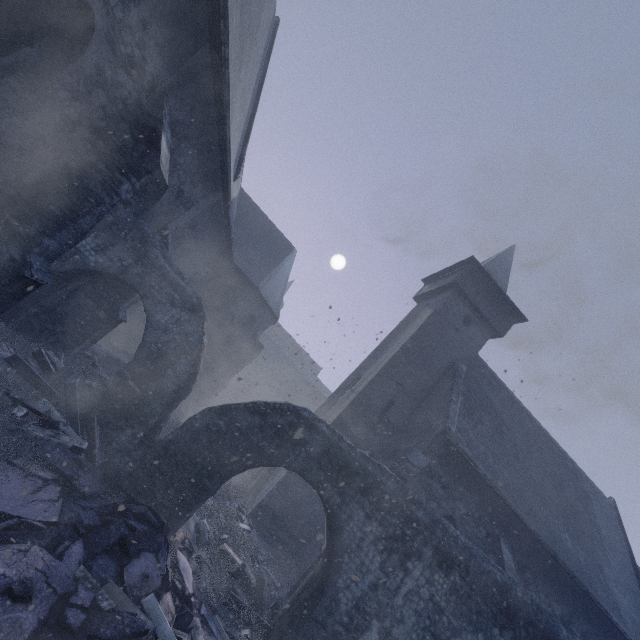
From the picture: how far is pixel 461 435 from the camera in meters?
12.2

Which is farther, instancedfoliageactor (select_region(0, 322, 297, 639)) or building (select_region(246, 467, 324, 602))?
building (select_region(246, 467, 324, 602))

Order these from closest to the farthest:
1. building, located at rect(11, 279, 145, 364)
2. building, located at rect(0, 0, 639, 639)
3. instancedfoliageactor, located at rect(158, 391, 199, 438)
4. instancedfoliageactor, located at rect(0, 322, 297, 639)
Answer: instancedfoliageactor, located at rect(0, 322, 297, 639)
building, located at rect(0, 0, 639, 639)
building, located at rect(11, 279, 145, 364)
instancedfoliageactor, located at rect(158, 391, 199, 438)

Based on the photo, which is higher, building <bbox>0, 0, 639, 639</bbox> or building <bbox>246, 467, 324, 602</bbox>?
building <bbox>0, 0, 639, 639</bbox>

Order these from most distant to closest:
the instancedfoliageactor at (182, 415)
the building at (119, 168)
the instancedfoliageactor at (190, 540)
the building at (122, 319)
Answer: the instancedfoliageactor at (182, 415)
the building at (122, 319)
the building at (119, 168)
the instancedfoliageactor at (190, 540)

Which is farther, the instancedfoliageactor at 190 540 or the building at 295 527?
the building at 295 527

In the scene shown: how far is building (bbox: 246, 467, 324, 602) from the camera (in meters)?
11.57

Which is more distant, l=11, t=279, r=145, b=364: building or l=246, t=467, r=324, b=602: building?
l=246, t=467, r=324, b=602: building
